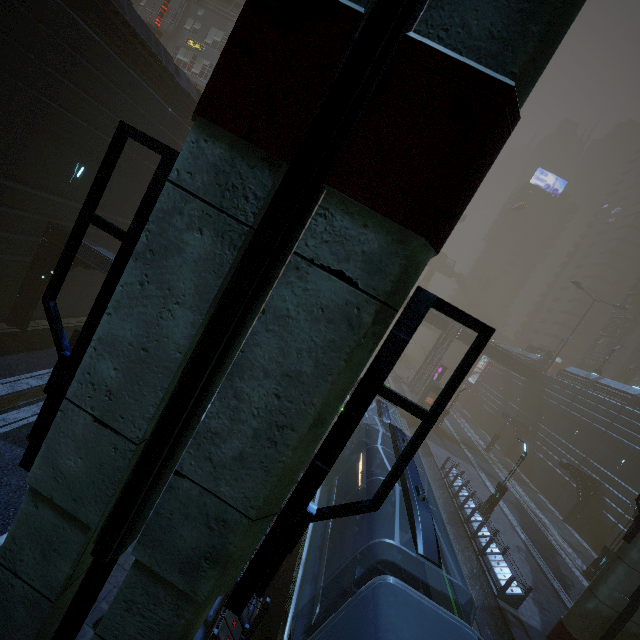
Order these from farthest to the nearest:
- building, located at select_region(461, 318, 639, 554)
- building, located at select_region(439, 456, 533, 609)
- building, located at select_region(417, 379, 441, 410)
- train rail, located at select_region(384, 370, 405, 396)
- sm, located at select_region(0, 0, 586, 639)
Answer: train rail, located at select_region(384, 370, 405, 396), building, located at select_region(417, 379, 441, 410), building, located at select_region(461, 318, 639, 554), building, located at select_region(439, 456, 533, 609), sm, located at select_region(0, 0, 586, 639)

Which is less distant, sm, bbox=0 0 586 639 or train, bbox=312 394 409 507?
sm, bbox=0 0 586 639

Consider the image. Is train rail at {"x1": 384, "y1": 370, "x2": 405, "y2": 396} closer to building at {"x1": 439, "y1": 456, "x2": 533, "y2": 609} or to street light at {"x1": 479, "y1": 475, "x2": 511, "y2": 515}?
building at {"x1": 439, "y1": 456, "x2": 533, "y2": 609}

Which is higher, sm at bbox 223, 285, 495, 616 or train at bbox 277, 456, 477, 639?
sm at bbox 223, 285, 495, 616

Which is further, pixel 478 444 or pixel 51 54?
pixel 478 444

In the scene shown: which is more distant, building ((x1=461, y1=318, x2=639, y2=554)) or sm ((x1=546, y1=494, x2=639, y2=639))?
building ((x1=461, y1=318, x2=639, y2=554))

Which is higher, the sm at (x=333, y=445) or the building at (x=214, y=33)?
the building at (x=214, y=33)

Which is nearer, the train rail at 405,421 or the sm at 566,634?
the sm at 566,634
